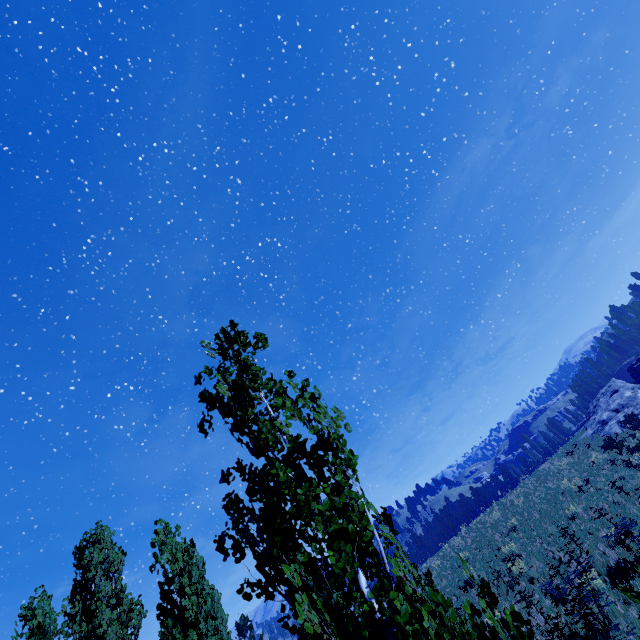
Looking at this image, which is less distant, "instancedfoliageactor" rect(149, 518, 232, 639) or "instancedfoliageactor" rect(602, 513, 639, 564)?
"instancedfoliageactor" rect(149, 518, 232, 639)

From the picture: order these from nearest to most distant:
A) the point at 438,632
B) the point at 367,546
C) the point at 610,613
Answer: the point at 438,632 → the point at 367,546 → the point at 610,613

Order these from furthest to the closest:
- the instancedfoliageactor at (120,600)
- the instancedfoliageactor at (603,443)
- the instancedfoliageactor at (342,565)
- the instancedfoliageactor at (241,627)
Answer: the instancedfoliageactor at (241,627) → the instancedfoliageactor at (603,443) → the instancedfoliageactor at (120,600) → the instancedfoliageactor at (342,565)

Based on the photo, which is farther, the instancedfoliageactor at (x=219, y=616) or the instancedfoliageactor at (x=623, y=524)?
the instancedfoliageactor at (x=623, y=524)

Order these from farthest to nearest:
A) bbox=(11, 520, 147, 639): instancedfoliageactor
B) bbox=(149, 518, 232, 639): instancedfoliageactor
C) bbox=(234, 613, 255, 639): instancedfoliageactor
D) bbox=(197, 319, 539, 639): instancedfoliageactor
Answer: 1. bbox=(234, 613, 255, 639): instancedfoliageactor
2. bbox=(11, 520, 147, 639): instancedfoliageactor
3. bbox=(149, 518, 232, 639): instancedfoliageactor
4. bbox=(197, 319, 539, 639): instancedfoliageactor
